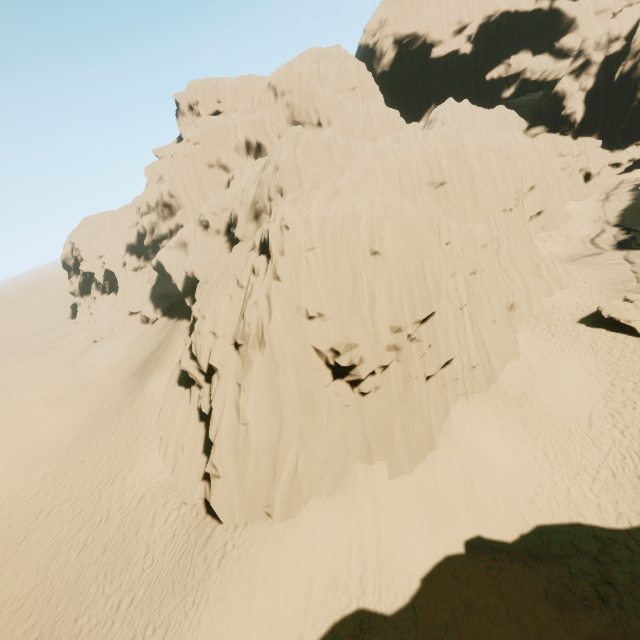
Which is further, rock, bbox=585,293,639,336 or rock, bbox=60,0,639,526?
rock, bbox=585,293,639,336

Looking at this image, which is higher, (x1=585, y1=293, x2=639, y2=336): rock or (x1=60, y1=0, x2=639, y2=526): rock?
(x1=60, y1=0, x2=639, y2=526): rock

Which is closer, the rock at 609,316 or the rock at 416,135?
the rock at 416,135

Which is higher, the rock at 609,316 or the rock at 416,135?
the rock at 416,135

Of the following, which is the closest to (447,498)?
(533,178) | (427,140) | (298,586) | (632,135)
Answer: (298,586)
